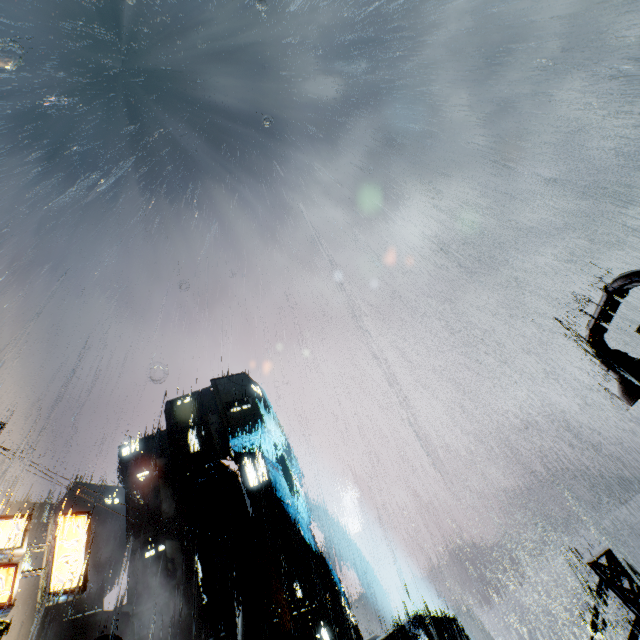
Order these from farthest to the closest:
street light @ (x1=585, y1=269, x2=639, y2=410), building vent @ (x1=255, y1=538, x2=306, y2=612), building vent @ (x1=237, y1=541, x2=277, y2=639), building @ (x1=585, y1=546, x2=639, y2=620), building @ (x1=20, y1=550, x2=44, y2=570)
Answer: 1. building @ (x1=20, y1=550, x2=44, y2=570)
2. building vent @ (x1=255, y1=538, x2=306, y2=612)
3. building vent @ (x1=237, y1=541, x2=277, y2=639)
4. building @ (x1=585, y1=546, x2=639, y2=620)
5. street light @ (x1=585, y1=269, x2=639, y2=410)

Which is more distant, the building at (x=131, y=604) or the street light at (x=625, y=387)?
the building at (x=131, y=604)

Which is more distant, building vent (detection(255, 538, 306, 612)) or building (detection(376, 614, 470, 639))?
building (detection(376, 614, 470, 639))

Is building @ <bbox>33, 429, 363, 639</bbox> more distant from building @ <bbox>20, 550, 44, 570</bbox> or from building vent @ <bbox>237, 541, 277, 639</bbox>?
building @ <bbox>20, 550, 44, 570</bbox>

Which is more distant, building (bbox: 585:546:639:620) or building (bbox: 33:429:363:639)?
building (bbox: 33:429:363:639)

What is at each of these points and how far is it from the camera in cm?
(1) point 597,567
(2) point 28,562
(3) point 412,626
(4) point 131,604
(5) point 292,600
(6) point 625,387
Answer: (1) building, 781
(2) building, 5428
(3) building, 4206
(4) building, 4675
(5) building vent, 3781
(6) street light, 630

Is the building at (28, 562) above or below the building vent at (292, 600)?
above

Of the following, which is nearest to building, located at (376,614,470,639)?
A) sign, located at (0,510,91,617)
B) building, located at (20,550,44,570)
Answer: sign, located at (0,510,91,617)
